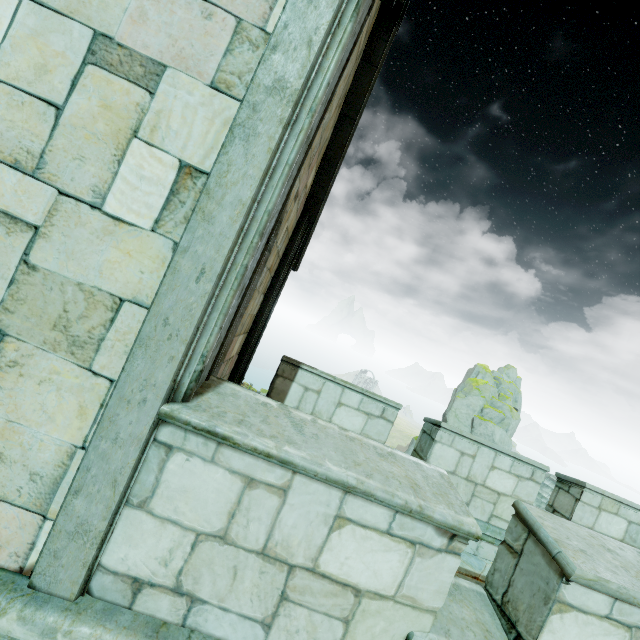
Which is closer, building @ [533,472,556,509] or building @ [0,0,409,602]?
building @ [0,0,409,602]

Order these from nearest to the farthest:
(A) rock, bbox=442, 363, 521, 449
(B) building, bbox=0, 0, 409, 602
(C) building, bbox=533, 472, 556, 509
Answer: (B) building, bbox=0, 0, 409, 602 < (C) building, bbox=533, 472, 556, 509 < (A) rock, bbox=442, 363, 521, 449

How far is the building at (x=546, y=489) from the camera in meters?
28.7 m

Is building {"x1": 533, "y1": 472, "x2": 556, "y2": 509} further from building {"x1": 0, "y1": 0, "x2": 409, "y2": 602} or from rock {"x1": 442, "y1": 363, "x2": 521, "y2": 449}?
building {"x1": 0, "y1": 0, "x2": 409, "y2": 602}

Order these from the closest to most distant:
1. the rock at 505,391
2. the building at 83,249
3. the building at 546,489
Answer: the building at 83,249 < the building at 546,489 < the rock at 505,391

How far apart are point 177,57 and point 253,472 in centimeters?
254cm

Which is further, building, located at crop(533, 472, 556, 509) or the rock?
the rock

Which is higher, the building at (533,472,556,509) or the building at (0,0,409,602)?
the building at (0,0,409,602)
